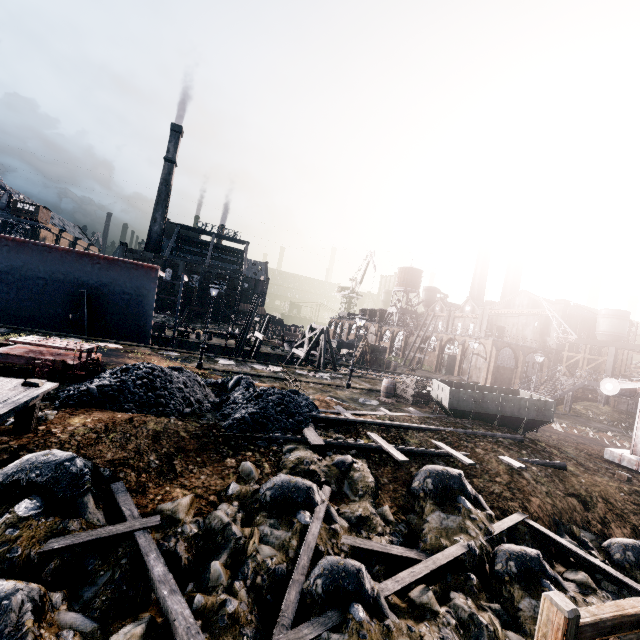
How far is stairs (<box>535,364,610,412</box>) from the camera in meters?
33.1 m

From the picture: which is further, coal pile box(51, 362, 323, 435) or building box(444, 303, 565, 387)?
building box(444, 303, 565, 387)

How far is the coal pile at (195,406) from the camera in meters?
11.5

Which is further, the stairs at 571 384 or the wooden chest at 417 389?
the stairs at 571 384

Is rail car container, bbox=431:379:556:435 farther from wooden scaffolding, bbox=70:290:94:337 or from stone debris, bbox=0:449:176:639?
wooden scaffolding, bbox=70:290:94:337

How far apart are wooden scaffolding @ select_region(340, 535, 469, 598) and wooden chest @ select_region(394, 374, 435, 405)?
13.61m

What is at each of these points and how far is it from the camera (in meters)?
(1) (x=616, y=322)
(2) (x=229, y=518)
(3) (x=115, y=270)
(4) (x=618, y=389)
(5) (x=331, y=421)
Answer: (1) silo, 54.88
(2) stone debris, 7.98
(3) ship construction, 26.28
(4) crane, 18.08
(5) wooden scaffolding, 14.02

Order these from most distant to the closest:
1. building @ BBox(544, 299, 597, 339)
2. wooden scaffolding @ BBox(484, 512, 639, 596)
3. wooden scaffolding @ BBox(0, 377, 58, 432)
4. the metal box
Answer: building @ BBox(544, 299, 597, 339) → the metal box → wooden scaffolding @ BBox(484, 512, 639, 596) → wooden scaffolding @ BBox(0, 377, 58, 432)
